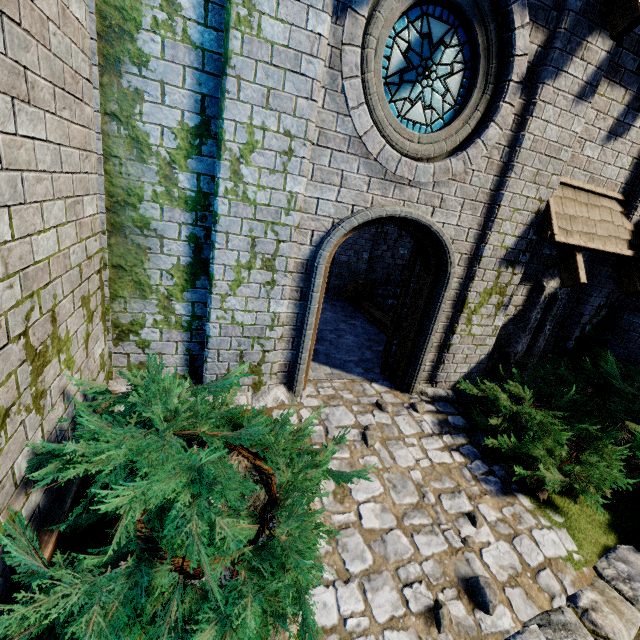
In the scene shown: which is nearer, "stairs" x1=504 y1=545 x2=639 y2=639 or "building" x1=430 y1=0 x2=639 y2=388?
"stairs" x1=504 y1=545 x2=639 y2=639

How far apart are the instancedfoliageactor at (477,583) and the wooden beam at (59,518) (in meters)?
3.45

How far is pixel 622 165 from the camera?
5.3m

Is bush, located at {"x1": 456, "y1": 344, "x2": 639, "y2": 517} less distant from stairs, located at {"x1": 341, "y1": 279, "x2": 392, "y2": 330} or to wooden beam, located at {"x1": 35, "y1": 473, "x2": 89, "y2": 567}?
stairs, located at {"x1": 341, "y1": 279, "x2": 392, "y2": 330}

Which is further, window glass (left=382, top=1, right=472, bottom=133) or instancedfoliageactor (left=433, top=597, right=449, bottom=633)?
window glass (left=382, top=1, right=472, bottom=133)

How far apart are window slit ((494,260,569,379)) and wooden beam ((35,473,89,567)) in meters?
6.6

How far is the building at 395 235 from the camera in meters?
10.0 m

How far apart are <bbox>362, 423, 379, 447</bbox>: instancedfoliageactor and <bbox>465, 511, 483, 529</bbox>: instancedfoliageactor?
1.3m
